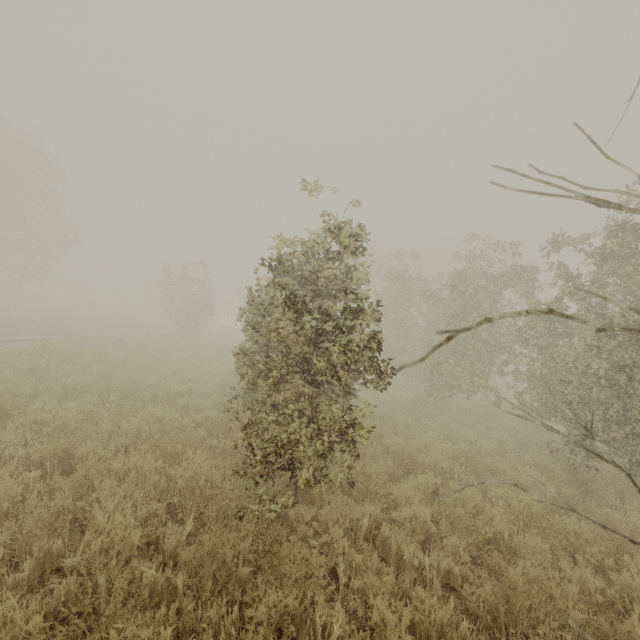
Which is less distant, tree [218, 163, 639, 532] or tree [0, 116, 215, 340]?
tree [218, 163, 639, 532]

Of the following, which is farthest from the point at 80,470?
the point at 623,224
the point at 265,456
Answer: the point at 623,224

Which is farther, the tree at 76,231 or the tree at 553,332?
the tree at 76,231
